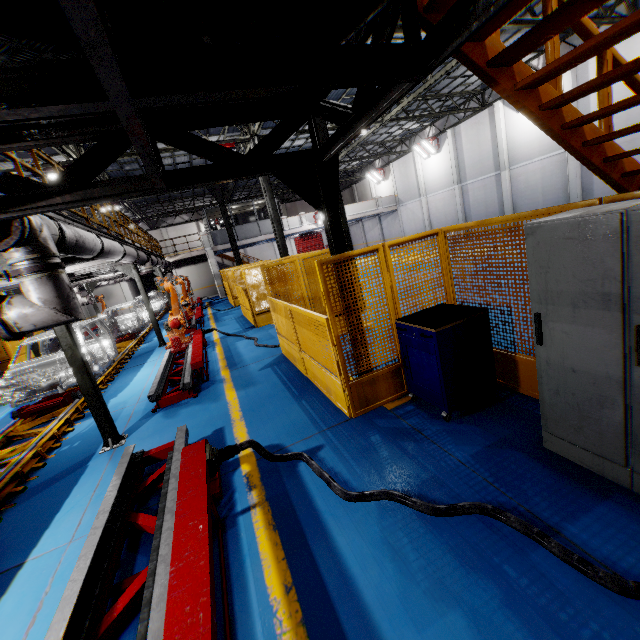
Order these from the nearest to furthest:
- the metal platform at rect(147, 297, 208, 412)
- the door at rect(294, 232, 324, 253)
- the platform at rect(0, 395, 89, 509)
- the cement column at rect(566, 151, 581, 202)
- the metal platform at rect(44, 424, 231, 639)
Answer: the metal platform at rect(44, 424, 231, 639)
the platform at rect(0, 395, 89, 509)
the metal platform at rect(147, 297, 208, 412)
the cement column at rect(566, 151, 581, 202)
the door at rect(294, 232, 324, 253)

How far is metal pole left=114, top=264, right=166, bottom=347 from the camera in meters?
12.1

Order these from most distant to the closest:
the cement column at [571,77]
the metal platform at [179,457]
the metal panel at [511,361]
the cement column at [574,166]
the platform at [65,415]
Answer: the cement column at [574,166] → the cement column at [571,77] → the platform at [65,415] → the metal panel at [511,361] → the metal platform at [179,457]

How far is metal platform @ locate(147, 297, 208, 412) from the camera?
6.53m

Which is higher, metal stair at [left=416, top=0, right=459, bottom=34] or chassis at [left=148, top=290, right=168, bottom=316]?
metal stair at [left=416, top=0, right=459, bottom=34]

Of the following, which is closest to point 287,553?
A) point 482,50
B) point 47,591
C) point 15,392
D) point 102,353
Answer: point 47,591

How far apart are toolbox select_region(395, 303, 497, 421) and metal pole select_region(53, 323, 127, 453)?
4.8m

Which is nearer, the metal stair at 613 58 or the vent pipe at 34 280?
the metal stair at 613 58
